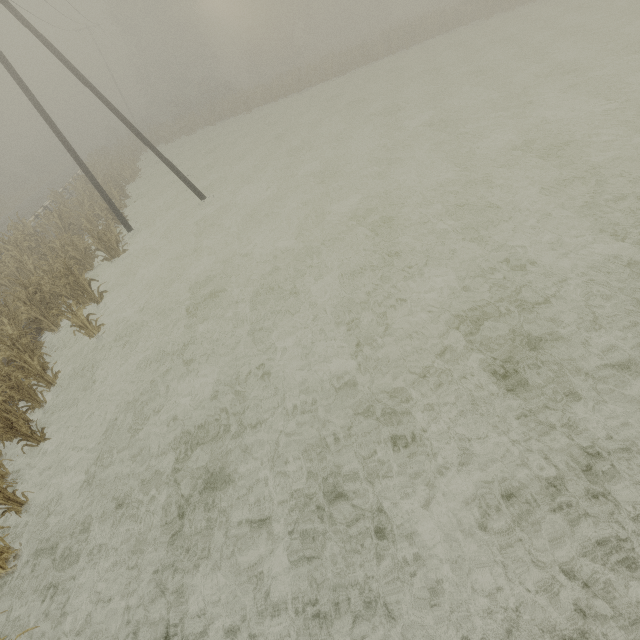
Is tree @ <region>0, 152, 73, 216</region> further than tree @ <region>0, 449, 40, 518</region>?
Yes

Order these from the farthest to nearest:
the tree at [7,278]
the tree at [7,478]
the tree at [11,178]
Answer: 1. the tree at [11,178]
2. the tree at [7,278]
3. the tree at [7,478]

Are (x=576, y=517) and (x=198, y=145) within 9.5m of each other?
no

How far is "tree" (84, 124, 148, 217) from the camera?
20.19m

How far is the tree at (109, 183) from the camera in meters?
20.2
